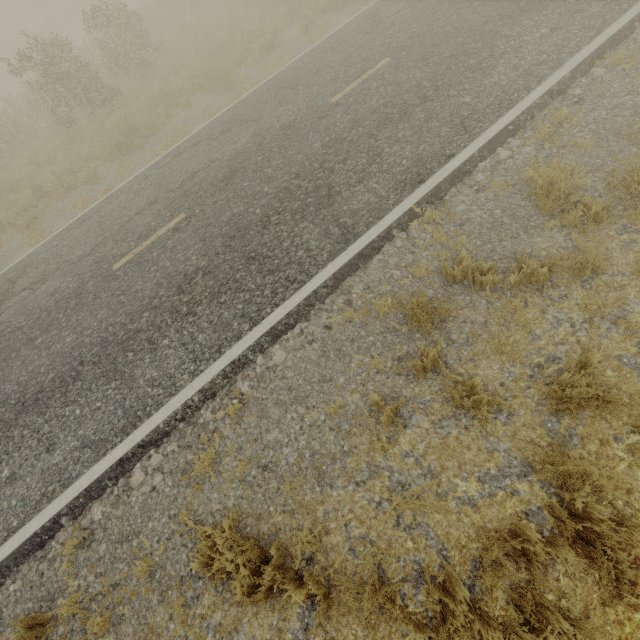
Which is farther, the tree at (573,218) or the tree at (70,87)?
the tree at (70,87)

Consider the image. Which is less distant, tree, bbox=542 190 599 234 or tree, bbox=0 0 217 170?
tree, bbox=542 190 599 234

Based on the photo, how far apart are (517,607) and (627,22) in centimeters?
882cm

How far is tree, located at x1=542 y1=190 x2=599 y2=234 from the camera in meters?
3.8 m

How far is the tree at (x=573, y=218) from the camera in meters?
3.8

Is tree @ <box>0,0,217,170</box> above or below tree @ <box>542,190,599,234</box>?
above
